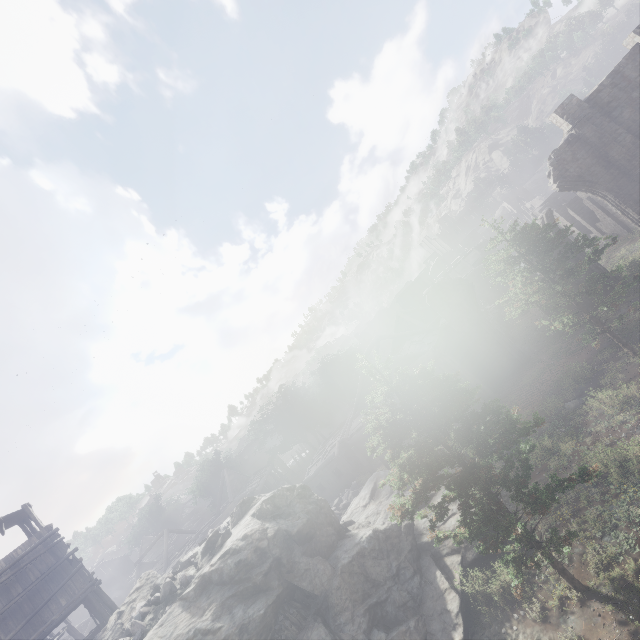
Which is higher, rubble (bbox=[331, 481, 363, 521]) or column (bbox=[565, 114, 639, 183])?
column (bbox=[565, 114, 639, 183])

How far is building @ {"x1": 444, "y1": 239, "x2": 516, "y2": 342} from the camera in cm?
3073

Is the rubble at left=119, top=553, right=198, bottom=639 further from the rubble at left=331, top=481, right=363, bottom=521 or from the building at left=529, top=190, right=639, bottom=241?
the rubble at left=331, top=481, right=363, bottom=521

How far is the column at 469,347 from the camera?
23.2m

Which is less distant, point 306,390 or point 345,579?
point 345,579

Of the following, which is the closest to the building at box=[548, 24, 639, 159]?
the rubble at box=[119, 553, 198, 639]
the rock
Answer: the rock

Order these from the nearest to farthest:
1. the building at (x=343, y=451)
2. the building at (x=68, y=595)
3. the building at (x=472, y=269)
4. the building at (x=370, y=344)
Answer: the building at (x=68, y=595)
the building at (x=370, y=344)
the building at (x=343, y=451)
the building at (x=472, y=269)

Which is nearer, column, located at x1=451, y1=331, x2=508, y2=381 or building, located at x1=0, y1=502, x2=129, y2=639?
building, located at x1=0, y1=502, x2=129, y2=639
